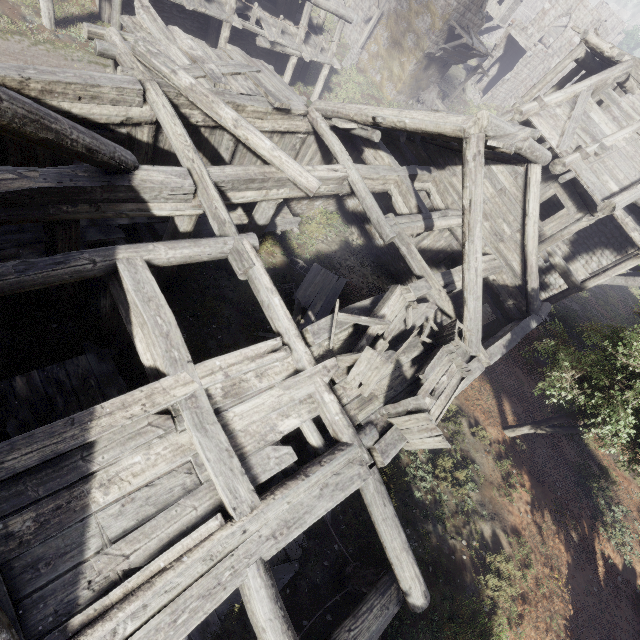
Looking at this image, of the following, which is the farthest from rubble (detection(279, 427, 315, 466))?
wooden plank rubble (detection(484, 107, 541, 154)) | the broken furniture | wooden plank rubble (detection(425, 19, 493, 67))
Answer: wooden plank rubble (detection(425, 19, 493, 67))

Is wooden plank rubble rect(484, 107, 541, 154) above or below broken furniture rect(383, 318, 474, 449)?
above

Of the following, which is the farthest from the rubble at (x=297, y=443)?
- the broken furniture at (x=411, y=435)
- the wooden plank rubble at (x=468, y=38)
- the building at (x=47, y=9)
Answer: the wooden plank rubble at (x=468, y=38)

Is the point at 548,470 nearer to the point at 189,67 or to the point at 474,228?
the point at 474,228

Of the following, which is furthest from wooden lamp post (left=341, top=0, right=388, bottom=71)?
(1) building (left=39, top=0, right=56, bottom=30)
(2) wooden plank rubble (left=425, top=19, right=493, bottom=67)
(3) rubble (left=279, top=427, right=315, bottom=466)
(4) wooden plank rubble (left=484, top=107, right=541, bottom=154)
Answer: (3) rubble (left=279, top=427, right=315, bottom=466)

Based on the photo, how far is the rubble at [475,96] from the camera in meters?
37.2

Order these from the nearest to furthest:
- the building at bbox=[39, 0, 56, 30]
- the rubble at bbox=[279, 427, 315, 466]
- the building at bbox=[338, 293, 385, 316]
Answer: the building at bbox=[338, 293, 385, 316]
the rubble at bbox=[279, 427, 315, 466]
the building at bbox=[39, 0, 56, 30]

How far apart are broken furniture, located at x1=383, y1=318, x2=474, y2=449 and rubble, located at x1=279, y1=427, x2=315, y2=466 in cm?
242
